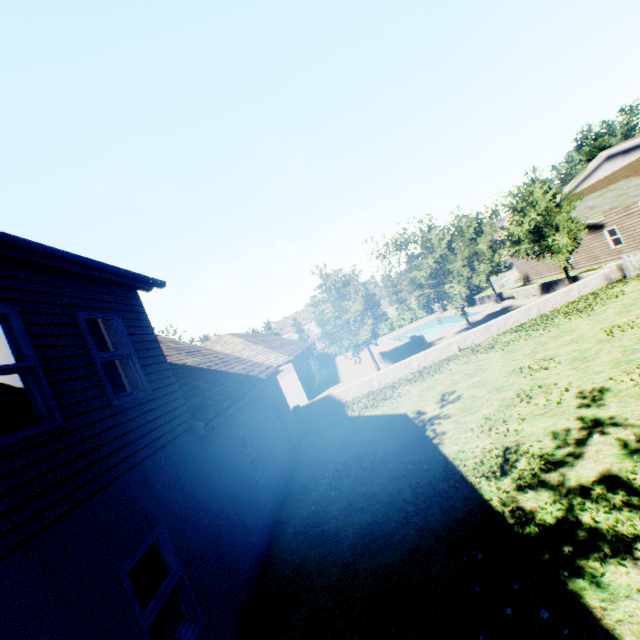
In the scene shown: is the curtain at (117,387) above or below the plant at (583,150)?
below

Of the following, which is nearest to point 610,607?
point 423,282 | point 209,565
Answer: point 209,565

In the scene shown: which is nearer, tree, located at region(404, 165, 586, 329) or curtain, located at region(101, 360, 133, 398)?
curtain, located at region(101, 360, 133, 398)

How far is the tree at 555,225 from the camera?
19.5 meters

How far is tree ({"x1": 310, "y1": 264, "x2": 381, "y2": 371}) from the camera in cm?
1952

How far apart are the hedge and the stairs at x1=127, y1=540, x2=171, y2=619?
46.60m

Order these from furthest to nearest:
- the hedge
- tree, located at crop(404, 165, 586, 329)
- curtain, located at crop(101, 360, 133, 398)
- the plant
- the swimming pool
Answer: the hedge
the plant
the swimming pool
tree, located at crop(404, 165, 586, 329)
curtain, located at crop(101, 360, 133, 398)
